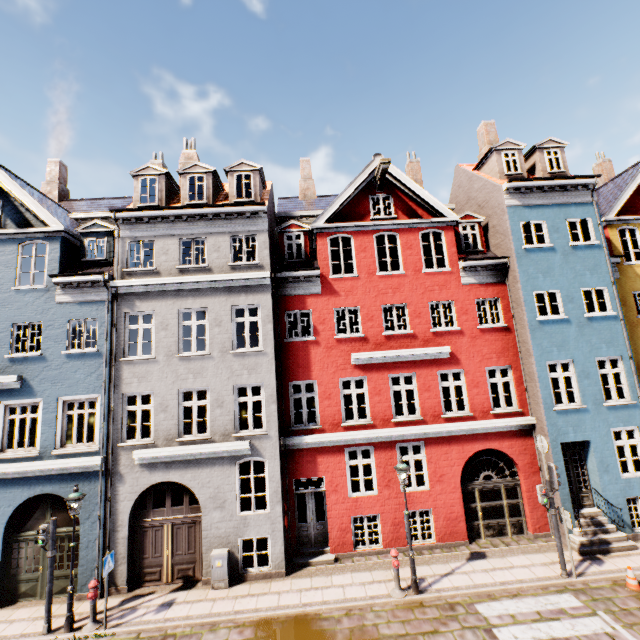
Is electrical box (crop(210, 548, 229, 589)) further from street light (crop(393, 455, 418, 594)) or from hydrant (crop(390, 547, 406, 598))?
street light (crop(393, 455, 418, 594))

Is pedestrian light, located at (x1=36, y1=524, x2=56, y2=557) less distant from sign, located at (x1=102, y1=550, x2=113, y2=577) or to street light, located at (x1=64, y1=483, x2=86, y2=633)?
street light, located at (x1=64, y1=483, x2=86, y2=633)

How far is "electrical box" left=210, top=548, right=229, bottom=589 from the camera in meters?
10.4

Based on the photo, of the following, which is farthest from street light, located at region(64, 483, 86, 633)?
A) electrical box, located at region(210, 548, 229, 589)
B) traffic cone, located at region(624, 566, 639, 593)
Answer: traffic cone, located at region(624, 566, 639, 593)

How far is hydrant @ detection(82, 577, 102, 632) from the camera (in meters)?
9.05

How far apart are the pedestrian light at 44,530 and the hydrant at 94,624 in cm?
132

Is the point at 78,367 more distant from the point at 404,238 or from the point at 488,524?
the point at 488,524

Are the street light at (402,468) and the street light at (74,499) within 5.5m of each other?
no
